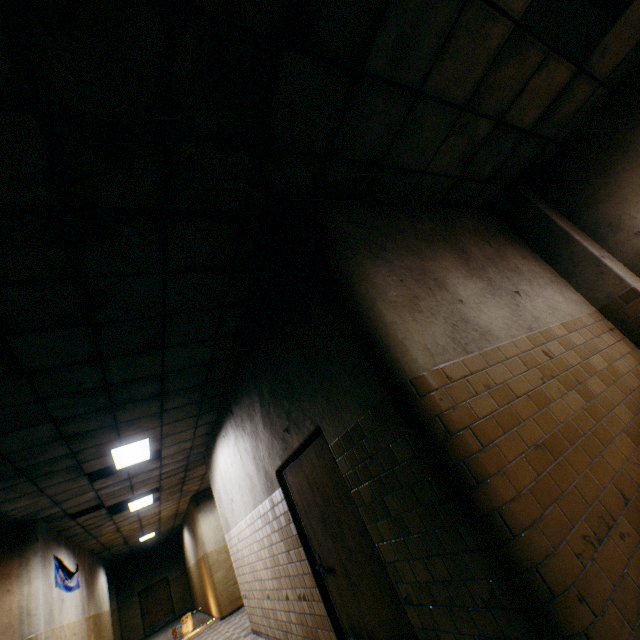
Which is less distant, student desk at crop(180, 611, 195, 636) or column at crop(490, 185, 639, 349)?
column at crop(490, 185, 639, 349)

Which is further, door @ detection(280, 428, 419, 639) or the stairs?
the stairs

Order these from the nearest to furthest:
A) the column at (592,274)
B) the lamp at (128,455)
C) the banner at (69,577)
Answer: the column at (592,274), the lamp at (128,455), the banner at (69,577)

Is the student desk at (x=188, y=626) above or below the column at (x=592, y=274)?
below

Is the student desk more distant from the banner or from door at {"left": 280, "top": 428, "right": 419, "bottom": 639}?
door at {"left": 280, "top": 428, "right": 419, "bottom": 639}

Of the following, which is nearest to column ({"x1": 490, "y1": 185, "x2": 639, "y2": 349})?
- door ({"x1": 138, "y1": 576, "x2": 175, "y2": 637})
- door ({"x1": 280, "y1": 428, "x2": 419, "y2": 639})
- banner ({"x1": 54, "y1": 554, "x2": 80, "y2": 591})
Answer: door ({"x1": 280, "y1": 428, "x2": 419, "y2": 639})

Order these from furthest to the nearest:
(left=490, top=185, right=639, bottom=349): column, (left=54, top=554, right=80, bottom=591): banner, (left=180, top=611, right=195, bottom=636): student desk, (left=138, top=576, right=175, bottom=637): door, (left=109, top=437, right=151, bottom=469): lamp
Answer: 1. (left=138, top=576, right=175, bottom=637): door
2. (left=180, top=611, right=195, bottom=636): student desk
3. (left=54, top=554, right=80, bottom=591): banner
4. (left=109, top=437, right=151, bottom=469): lamp
5. (left=490, top=185, right=639, bottom=349): column

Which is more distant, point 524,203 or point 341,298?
point 524,203
